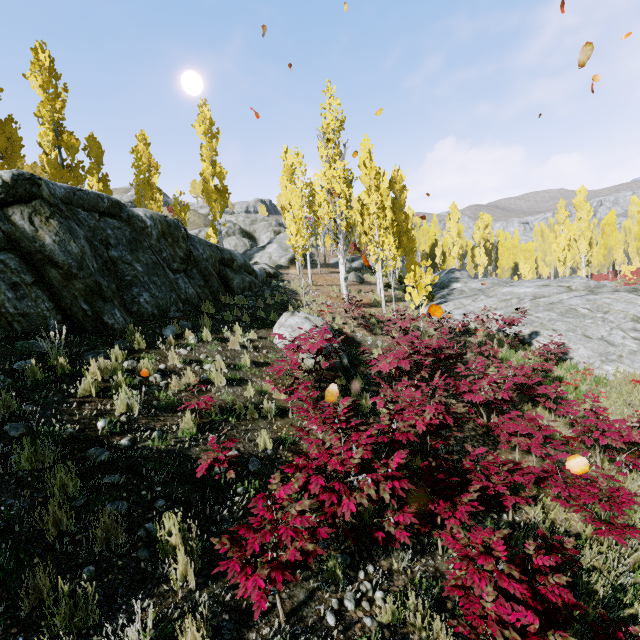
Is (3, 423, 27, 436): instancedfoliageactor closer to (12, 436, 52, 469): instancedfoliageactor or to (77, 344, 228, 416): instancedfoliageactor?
(77, 344, 228, 416): instancedfoliageactor

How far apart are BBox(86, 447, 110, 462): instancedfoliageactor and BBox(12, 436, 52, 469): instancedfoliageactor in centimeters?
39cm

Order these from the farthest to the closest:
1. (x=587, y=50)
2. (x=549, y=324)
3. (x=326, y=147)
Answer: (x=326, y=147)
(x=549, y=324)
(x=587, y=50)

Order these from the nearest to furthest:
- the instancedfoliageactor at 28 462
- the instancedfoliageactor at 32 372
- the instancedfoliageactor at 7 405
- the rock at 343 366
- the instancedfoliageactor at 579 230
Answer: the instancedfoliageactor at 28 462 → the instancedfoliageactor at 7 405 → the instancedfoliageactor at 32 372 → the rock at 343 366 → the instancedfoliageactor at 579 230

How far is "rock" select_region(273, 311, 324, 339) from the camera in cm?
941

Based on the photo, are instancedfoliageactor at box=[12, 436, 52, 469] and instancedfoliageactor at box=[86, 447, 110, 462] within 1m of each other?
yes

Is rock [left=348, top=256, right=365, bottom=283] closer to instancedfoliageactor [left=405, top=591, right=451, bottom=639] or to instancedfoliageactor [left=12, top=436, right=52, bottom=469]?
instancedfoliageactor [left=405, top=591, right=451, bottom=639]

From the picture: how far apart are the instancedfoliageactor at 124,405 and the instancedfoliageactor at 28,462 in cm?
177
